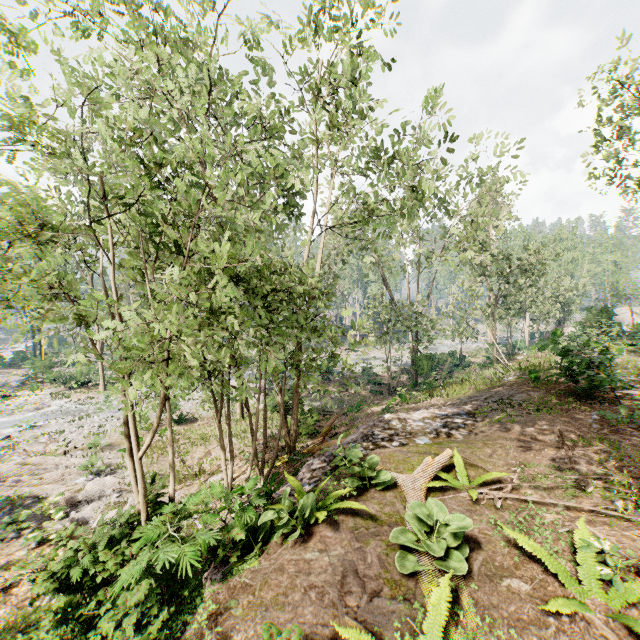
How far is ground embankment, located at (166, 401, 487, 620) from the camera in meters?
5.1

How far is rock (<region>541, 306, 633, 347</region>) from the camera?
12.4 meters

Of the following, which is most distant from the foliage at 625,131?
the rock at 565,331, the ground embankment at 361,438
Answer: the rock at 565,331

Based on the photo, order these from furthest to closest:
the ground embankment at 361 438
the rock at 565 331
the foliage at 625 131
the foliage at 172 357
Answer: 1. the foliage at 625 131
2. the rock at 565 331
3. the ground embankment at 361 438
4. the foliage at 172 357

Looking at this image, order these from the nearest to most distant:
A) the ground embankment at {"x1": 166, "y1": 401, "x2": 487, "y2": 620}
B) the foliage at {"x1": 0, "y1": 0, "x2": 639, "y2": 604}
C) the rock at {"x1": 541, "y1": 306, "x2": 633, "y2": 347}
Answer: the foliage at {"x1": 0, "y1": 0, "x2": 639, "y2": 604} → the ground embankment at {"x1": 166, "y1": 401, "x2": 487, "y2": 620} → the rock at {"x1": 541, "y1": 306, "x2": 633, "y2": 347}

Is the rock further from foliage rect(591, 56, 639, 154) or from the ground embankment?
the ground embankment

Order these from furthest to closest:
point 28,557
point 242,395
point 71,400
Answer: point 71,400, point 28,557, point 242,395
